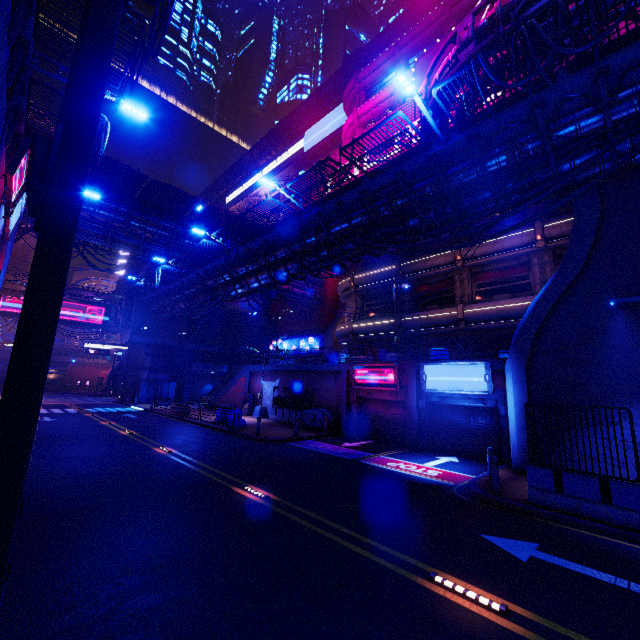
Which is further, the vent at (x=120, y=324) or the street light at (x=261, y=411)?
the vent at (x=120, y=324)

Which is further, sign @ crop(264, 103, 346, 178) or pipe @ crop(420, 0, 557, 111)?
sign @ crop(264, 103, 346, 178)

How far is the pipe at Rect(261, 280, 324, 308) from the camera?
40.0m

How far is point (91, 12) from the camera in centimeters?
246cm

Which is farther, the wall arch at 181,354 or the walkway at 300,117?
the walkway at 300,117

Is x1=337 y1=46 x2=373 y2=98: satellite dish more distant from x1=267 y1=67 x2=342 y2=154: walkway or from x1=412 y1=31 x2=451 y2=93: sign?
x1=412 y1=31 x2=451 y2=93: sign

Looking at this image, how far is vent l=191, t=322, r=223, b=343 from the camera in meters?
44.0 m

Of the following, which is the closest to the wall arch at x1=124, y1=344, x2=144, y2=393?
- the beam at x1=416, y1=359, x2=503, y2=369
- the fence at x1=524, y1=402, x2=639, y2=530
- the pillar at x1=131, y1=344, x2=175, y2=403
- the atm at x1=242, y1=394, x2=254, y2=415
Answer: the pillar at x1=131, y1=344, x2=175, y2=403
